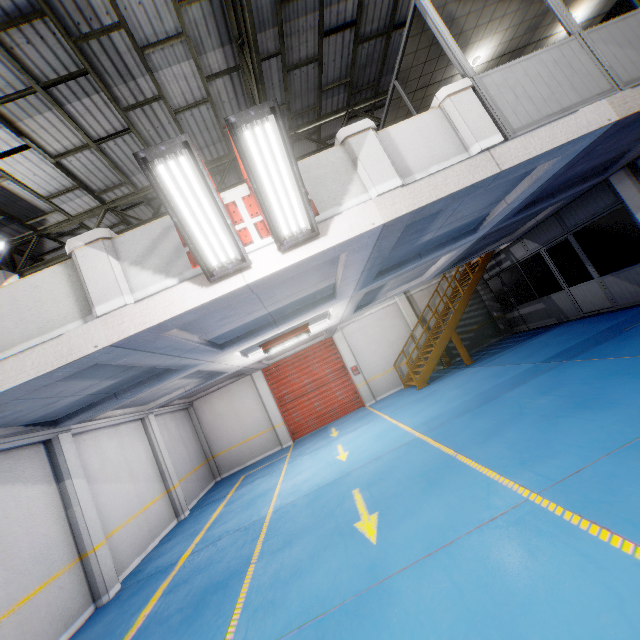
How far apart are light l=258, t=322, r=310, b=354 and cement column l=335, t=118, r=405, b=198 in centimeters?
583cm

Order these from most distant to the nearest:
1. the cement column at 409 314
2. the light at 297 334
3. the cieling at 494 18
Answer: the cement column at 409 314 < the light at 297 334 < the cieling at 494 18

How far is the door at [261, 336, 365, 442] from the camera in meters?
15.4

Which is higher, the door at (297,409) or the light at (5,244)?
the light at (5,244)

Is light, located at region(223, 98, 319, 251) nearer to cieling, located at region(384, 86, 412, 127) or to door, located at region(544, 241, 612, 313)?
cieling, located at region(384, 86, 412, 127)

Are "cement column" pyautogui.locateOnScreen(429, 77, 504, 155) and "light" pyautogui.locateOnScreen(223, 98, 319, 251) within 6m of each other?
yes

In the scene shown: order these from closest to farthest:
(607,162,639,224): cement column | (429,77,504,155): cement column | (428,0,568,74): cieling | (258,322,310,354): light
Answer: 1. (429,77,504,155): cement column
2. (428,0,568,74): cieling
3. (607,162,639,224): cement column
4. (258,322,310,354): light

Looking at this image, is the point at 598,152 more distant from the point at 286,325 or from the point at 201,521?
the point at 201,521
